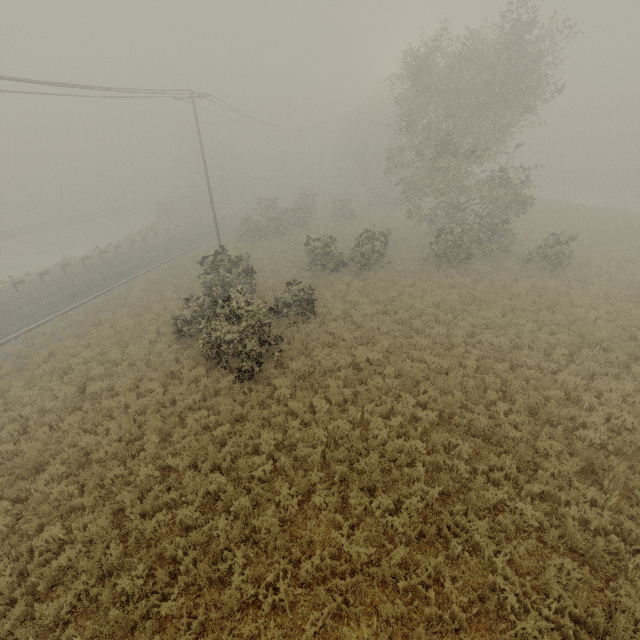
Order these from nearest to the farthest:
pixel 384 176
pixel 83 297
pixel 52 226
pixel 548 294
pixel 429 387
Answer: pixel 429 387
pixel 548 294
pixel 83 297
pixel 52 226
pixel 384 176
